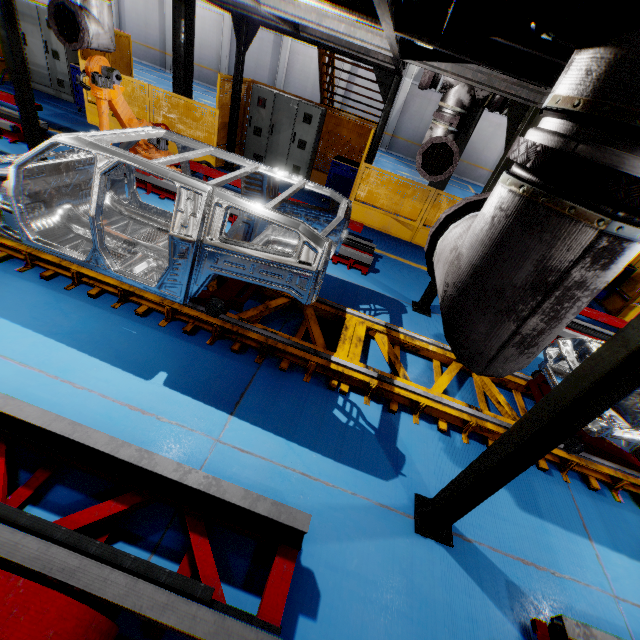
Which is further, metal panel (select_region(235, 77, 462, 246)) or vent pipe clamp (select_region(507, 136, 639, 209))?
metal panel (select_region(235, 77, 462, 246))

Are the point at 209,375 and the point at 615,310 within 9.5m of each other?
no

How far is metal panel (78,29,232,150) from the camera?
8.4m

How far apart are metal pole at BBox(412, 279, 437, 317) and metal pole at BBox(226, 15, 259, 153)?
6.54m

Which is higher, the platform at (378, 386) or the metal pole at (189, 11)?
the metal pole at (189, 11)

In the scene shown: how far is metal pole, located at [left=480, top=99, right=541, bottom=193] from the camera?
4.21m

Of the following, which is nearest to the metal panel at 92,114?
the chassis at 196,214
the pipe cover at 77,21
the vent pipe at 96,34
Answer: the vent pipe at 96,34

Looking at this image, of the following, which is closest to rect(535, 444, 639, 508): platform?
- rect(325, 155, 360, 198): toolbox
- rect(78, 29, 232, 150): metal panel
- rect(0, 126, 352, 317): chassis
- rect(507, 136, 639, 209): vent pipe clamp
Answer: rect(0, 126, 352, 317): chassis
